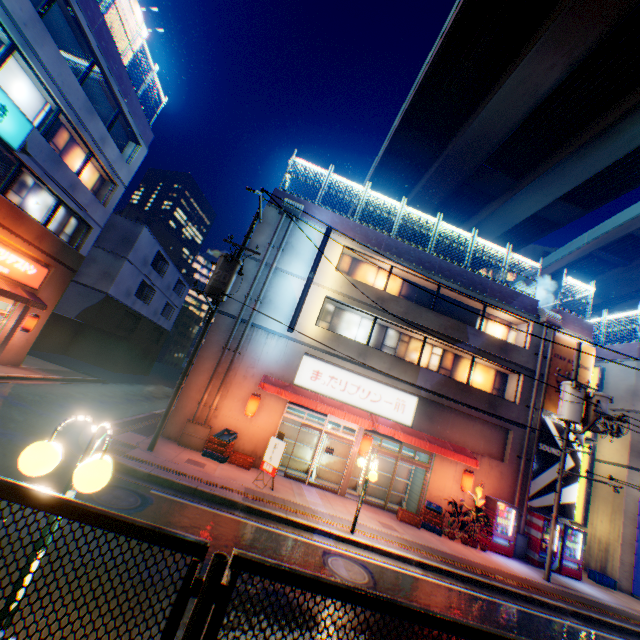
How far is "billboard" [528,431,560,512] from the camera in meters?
15.4 m

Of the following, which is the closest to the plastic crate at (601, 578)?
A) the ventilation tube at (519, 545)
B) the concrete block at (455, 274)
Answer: the ventilation tube at (519, 545)

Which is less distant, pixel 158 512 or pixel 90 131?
pixel 158 512

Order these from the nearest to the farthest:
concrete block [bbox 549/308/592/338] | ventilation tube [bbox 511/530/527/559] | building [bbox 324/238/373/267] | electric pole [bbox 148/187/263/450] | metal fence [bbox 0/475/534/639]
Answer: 1. metal fence [bbox 0/475/534/639]
2. electric pole [bbox 148/187/263/450]
3. ventilation tube [bbox 511/530/527/559]
4. building [bbox 324/238/373/267]
5. concrete block [bbox 549/308/592/338]

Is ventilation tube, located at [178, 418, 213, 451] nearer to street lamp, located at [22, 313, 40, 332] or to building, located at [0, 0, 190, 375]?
building, located at [0, 0, 190, 375]

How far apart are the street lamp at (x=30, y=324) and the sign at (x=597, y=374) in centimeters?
3096cm

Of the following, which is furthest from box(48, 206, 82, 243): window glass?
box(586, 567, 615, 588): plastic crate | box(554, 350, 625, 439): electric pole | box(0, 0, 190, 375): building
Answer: box(586, 567, 615, 588): plastic crate

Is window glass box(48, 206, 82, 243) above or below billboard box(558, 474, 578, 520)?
above
